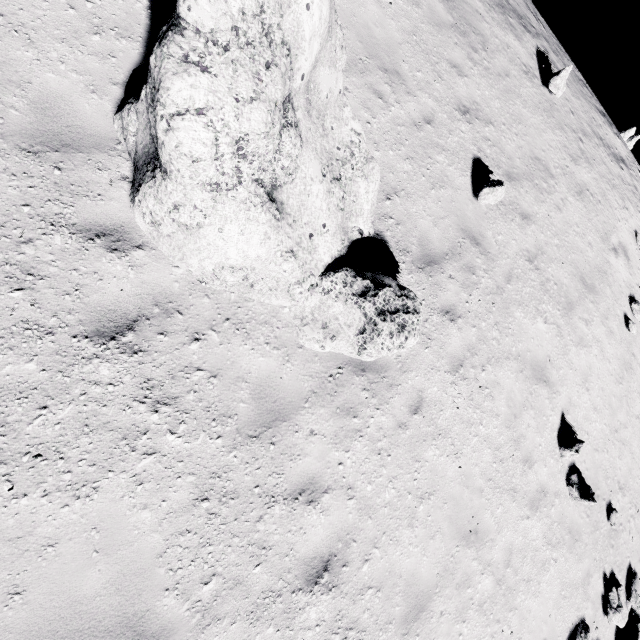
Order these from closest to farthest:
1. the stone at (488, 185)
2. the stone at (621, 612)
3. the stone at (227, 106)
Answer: the stone at (227, 106), the stone at (488, 185), the stone at (621, 612)

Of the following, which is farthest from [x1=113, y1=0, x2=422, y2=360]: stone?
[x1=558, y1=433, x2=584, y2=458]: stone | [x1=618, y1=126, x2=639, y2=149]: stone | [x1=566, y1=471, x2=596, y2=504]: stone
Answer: [x1=618, y1=126, x2=639, y2=149]: stone

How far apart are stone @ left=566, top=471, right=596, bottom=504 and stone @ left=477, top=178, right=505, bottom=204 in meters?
7.2

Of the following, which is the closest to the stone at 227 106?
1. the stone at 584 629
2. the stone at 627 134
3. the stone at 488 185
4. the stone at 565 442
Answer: the stone at 488 185

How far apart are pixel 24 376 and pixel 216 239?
2.3 meters

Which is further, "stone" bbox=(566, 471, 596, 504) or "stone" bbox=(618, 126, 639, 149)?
"stone" bbox=(618, 126, 639, 149)

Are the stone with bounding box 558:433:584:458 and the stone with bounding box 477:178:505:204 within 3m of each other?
no

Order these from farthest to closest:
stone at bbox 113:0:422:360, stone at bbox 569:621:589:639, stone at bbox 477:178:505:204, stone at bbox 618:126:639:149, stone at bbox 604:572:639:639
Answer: stone at bbox 618:126:639:149 < stone at bbox 604:572:639:639 < stone at bbox 569:621:589:639 < stone at bbox 477:178:505:204 < stone at bbox 113:0:422:360
